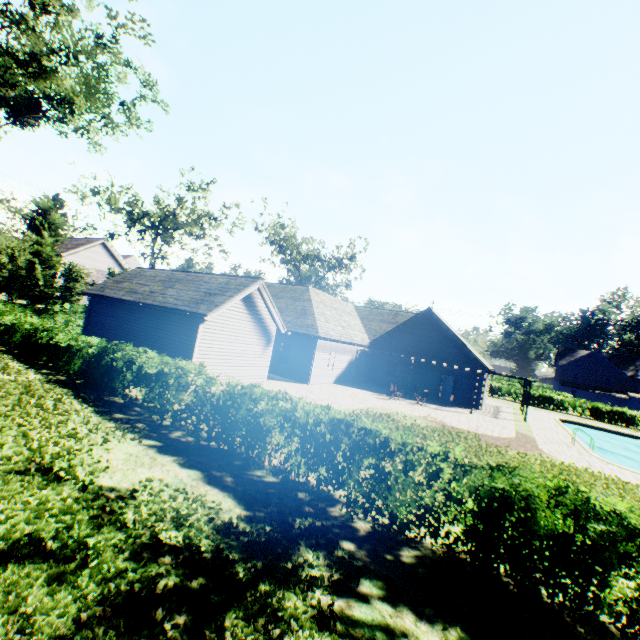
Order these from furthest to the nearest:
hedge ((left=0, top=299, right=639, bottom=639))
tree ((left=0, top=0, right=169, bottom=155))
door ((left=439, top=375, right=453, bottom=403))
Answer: door ((left=439, top=375, right=453, bottom=403)) → tree ((left=0, top=0, right=169, bottom=155)) → hedge ((left=0, top=299, right=639, bottom=639))

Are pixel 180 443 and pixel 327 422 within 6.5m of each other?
yes

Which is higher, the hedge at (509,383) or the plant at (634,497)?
the hedge at (509,383)

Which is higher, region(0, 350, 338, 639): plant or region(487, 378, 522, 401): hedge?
region(487, 378, 522, 401): hedge

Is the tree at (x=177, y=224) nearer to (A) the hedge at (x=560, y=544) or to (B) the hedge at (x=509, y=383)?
(B) the hedge at (x=509, y=383)

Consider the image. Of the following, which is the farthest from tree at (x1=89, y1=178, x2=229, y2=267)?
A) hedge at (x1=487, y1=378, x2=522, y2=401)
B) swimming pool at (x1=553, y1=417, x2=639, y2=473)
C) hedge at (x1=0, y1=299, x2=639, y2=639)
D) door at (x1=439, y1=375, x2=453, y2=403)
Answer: door at (x1=439, y1=375, x2=453, y2=403)

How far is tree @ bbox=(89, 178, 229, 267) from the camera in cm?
2786
